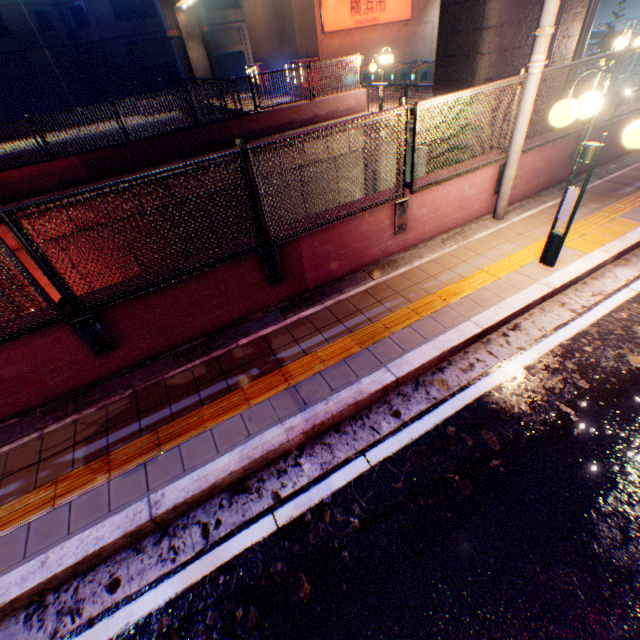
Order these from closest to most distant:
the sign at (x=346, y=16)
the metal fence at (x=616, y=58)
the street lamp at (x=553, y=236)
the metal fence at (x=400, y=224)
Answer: the metal fence at (x=400, y=224), the street lamp at (x=553, y=236), the metal fence at (x=616, y=58), the sign at (x=346, y=16)

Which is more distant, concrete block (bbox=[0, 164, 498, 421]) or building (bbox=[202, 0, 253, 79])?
building (bbox=[202, 0, 253, 79])

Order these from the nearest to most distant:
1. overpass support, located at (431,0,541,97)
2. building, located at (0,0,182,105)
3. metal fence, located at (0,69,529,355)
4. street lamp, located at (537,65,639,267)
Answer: metal fence, located at (0,69,529,355)
street lamp, located at (537,65,639,267)
overpass support, located at (431,0,541,97)
building, located at (0,0,182,105)

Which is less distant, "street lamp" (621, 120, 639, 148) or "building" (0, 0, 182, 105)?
"street lamp" (621, 120, 639, 148)

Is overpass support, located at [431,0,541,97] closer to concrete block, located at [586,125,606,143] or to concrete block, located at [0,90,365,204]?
concrete block, located at [0,90,365,204]

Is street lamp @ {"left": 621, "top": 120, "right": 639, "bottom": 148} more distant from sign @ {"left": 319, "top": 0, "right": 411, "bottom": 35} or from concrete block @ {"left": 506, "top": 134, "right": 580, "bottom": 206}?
sign @ {"left": 319, "top": 0, "right": 411, "bottom": 35}

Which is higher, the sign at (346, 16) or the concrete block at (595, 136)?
the sign at (346, 16)

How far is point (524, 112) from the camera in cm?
496
